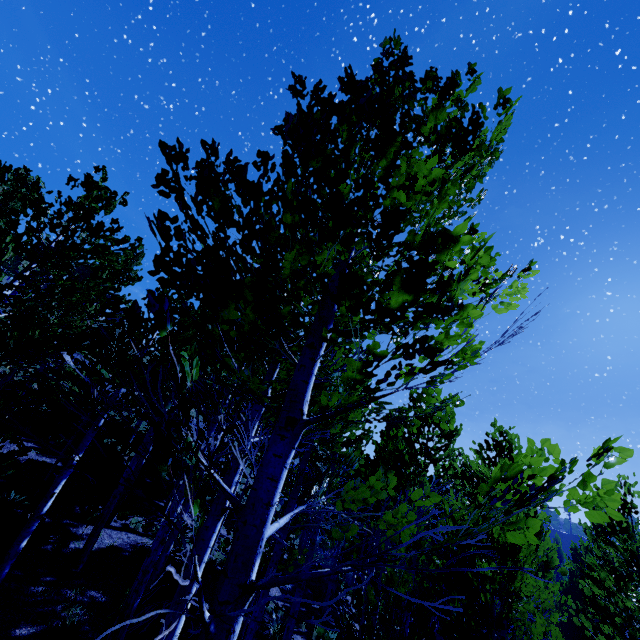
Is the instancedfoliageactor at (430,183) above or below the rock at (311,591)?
above

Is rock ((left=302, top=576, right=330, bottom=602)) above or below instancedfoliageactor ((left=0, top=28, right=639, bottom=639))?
below

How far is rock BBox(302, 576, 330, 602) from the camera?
15.1 meters

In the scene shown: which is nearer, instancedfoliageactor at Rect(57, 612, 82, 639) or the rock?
instancedfoliageactor at Rect(57, 612, 82, 639)

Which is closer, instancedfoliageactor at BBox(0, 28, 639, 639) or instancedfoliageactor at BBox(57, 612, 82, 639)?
instancedfoliageactor at BBox(0, 28, 639, 639)

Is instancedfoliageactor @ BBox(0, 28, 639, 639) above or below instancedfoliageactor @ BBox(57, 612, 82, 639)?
above

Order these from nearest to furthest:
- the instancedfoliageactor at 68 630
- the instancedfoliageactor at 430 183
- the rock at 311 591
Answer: the instancedfoliageactor at 430 183, the instancedfoliageactor at 68 630, the rock at 311 591

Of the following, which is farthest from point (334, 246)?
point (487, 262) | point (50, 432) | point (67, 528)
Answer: point (50, 432)
